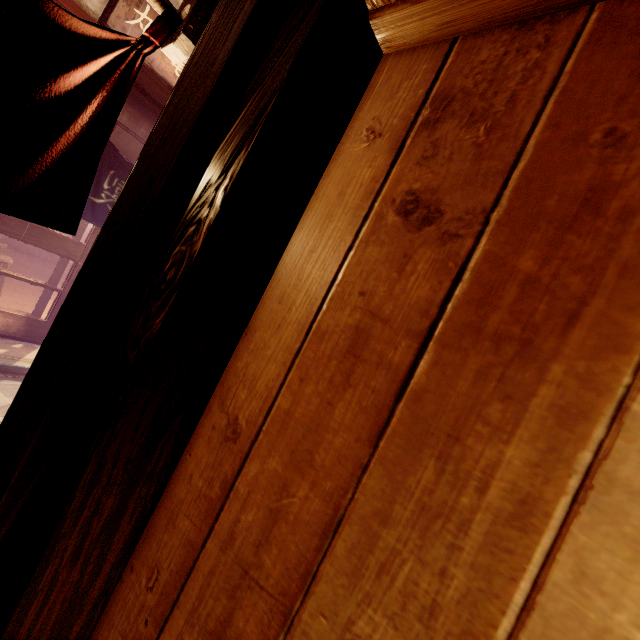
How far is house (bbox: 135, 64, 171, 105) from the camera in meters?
8.6 m

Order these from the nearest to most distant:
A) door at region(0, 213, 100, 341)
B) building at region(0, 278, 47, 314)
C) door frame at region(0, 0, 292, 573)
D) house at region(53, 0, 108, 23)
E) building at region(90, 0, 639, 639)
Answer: building at region(90, 0, 639, 639), door frame at region(0, 0, 292, 573), house at region(53, 0, 108, 23), door at region(0, 213, 100, 341), building at region(0, 278, 47, 314)

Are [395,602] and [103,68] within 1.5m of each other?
no

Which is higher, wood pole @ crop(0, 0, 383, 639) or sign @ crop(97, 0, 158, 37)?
sign @ crop(97, 0, 158, 37)

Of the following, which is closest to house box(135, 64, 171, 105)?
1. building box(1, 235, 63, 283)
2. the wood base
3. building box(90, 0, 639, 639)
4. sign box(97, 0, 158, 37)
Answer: sign box(97, 0, 158, 37)

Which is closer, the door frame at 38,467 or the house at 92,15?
the door frame at 38,467

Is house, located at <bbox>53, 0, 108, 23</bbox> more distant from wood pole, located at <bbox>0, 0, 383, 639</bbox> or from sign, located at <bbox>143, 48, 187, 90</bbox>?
wood pole, located at <bbox>0, 0, 383, 639</bbox>

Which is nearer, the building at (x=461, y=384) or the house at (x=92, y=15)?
the building at (x=461, y=384)
